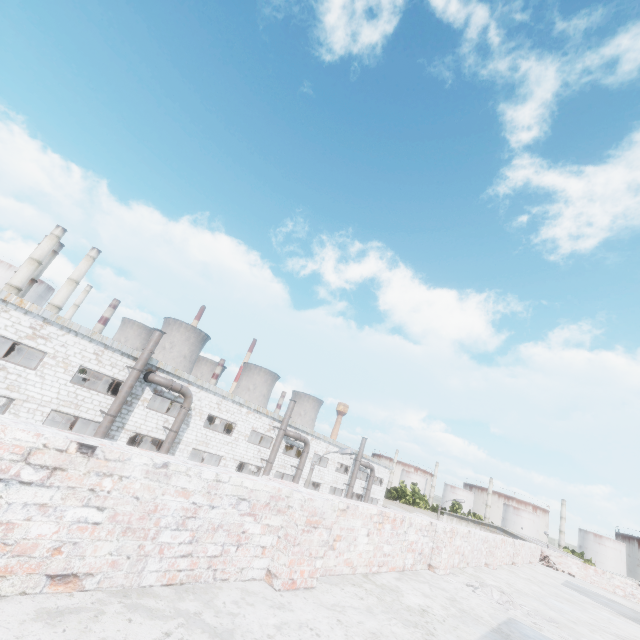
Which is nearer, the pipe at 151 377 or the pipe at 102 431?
the pipe at 102 431

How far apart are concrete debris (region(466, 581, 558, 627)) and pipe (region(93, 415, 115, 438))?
18.8m

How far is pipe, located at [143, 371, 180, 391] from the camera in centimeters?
2011cm

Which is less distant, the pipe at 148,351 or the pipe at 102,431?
the pipe at 102,431

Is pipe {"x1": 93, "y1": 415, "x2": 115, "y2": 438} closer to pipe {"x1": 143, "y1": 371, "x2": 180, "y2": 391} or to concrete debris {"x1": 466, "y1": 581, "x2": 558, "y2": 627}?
pipe {"x1": 143, "y1": 371, "x2": 180, "y2": 391}

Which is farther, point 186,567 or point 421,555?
point 421,555

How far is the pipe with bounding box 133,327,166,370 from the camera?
19.2 meters
